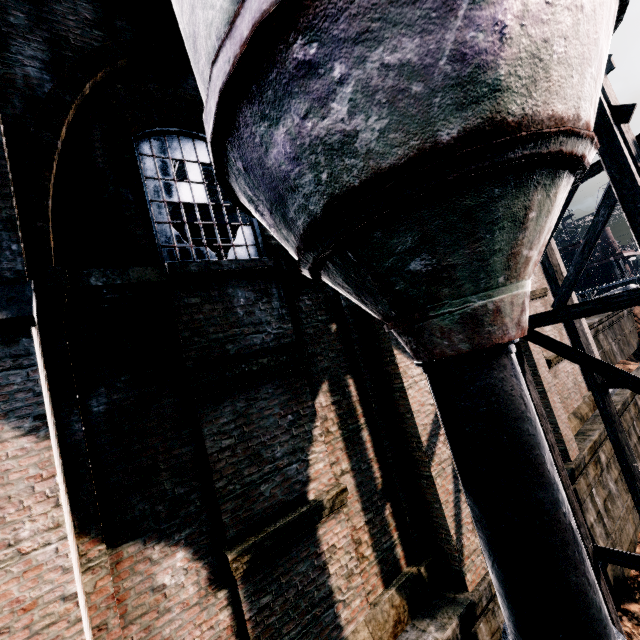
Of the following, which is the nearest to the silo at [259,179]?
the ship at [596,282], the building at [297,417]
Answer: the building at [297,417]

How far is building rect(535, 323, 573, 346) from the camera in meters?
12.3 m

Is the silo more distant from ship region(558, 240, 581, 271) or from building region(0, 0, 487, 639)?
ship region(558, 240, 581, 271)

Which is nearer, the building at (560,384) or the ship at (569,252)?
the building at (560,384)

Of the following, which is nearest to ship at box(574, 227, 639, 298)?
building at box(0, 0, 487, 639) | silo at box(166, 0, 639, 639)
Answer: building at box(0, 0, 487, 639)

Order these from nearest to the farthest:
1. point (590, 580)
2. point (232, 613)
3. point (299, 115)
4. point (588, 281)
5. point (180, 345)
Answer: point (299, 115)
point (590, 580)
point (232, 613)
point (180, 345)
point (588, 281)
